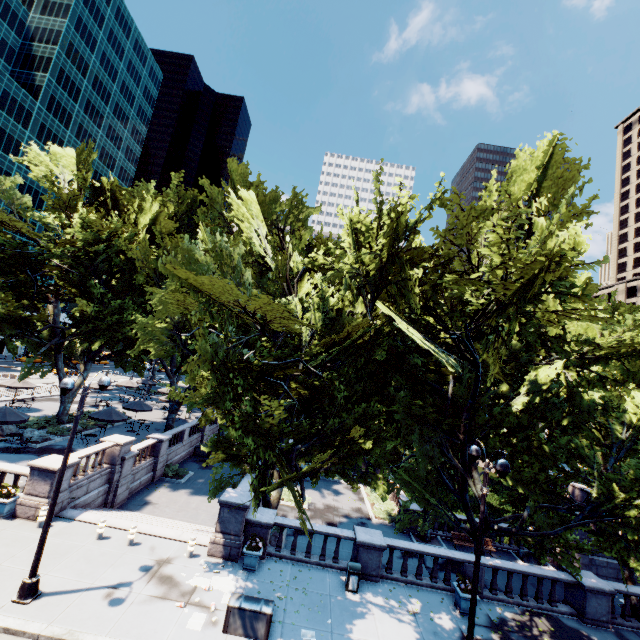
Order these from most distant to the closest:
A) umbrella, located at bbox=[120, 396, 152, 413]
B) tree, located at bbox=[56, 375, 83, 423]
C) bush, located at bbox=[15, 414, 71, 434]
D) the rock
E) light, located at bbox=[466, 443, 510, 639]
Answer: umbrella, located at bbox=[120, 396, 152, 413] → tree, located at bbox=[56, 375, 83, 423] → bush, located at bbox=[15, 414, 71, 434] → the rock → light, located at bbox=[466, 443, 510, 639]

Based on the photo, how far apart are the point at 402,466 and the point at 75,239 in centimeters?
3000cm

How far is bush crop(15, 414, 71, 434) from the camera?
26.0m

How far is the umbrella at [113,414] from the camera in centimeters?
2494cm

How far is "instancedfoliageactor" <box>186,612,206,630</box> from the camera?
Answer: 10.53m

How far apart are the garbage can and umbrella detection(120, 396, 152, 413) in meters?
24.3 m

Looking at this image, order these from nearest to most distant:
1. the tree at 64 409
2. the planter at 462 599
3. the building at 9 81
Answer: the planter at 462 599 → the tree at 64 409 → the building at 9 81

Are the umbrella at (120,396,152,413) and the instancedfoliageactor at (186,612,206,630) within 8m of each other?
no
